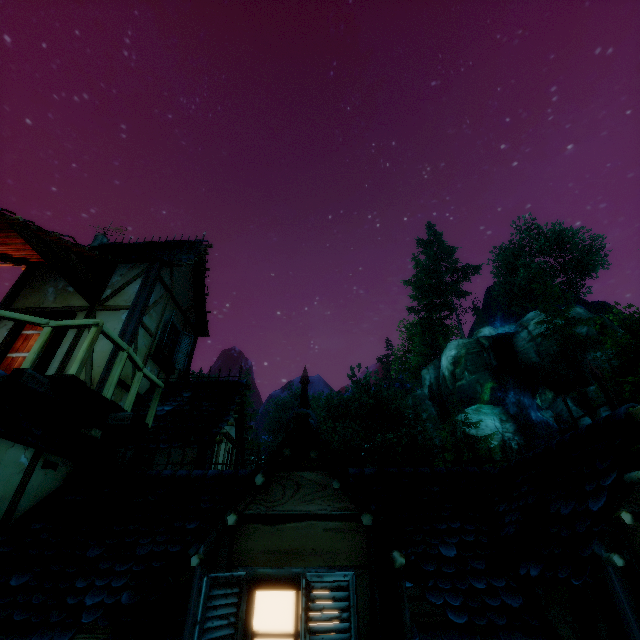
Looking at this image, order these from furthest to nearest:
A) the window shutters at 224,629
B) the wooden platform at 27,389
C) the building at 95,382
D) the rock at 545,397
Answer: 1. the rock at 545,397
2. the building at 95,382
3. the wooden platform at 27,389
4. the window shutters at 224,629

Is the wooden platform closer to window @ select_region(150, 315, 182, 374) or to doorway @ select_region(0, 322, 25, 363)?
doorway @ select_region(0, 322, 25, 363)

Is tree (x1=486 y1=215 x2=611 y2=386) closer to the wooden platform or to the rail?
the rail

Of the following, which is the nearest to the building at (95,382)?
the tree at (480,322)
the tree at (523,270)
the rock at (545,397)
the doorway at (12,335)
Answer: the doorway at (12,335)

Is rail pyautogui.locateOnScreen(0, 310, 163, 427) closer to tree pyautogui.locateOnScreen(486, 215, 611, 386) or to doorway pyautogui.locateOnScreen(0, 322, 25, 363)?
doorway pyautogui.locateOnScreen(0, 322, 25, 363)

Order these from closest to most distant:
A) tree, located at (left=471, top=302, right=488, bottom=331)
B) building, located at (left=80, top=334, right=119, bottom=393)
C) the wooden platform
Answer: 1. the wooden platform
2. building, located at (left=80, top=334, right=119, bottom=393)
3. tree, located at (left=471, top=302, right=488, bottom=331)

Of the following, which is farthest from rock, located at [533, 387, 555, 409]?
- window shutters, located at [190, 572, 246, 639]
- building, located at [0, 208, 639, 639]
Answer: window shutters, located at [190, 572, 246, 639]

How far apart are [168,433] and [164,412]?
0.8 meters
